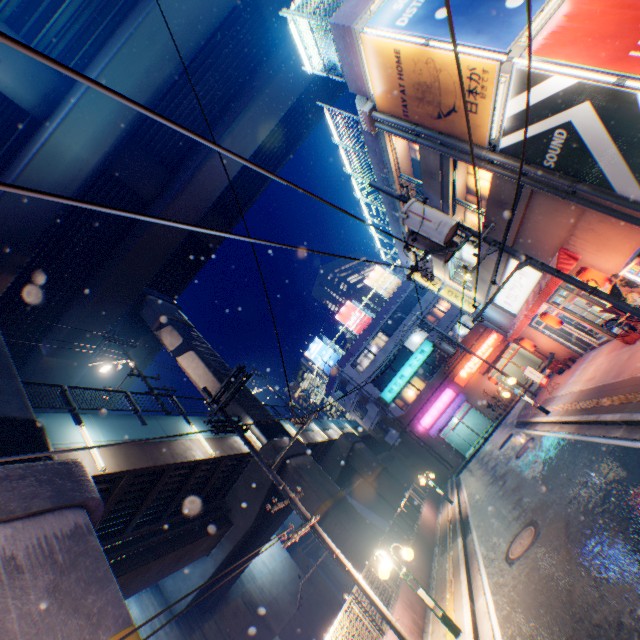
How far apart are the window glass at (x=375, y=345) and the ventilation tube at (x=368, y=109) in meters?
25.9 m

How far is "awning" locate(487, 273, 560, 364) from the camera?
12.3 meters

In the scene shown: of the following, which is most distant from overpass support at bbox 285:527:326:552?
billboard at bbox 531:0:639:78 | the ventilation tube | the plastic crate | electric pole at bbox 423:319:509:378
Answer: billboard at bbox 531:0:639:78

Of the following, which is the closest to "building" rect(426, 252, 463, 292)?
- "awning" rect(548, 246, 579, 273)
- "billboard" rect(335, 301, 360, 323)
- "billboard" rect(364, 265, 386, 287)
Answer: "awning" rect(548, 246, 579, 273)

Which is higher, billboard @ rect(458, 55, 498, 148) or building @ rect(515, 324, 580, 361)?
billboard @ rect(458, 55, 498, 148)

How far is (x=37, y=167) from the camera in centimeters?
1591cm

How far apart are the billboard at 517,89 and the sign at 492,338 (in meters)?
25.95

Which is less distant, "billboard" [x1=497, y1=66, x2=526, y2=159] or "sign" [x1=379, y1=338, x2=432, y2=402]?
"billboard" [x1=497, y1=66, x2=526, y2=159]
